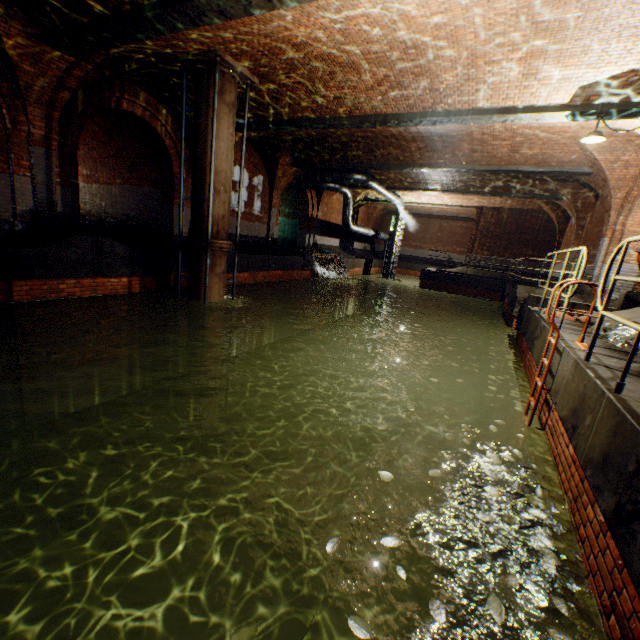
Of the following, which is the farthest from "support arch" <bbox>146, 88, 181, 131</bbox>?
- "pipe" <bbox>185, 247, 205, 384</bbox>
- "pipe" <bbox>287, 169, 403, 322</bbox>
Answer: "pipe" <bbox>287, 169, 403, 322</bbox>

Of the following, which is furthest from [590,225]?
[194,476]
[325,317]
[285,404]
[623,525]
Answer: [194,476]

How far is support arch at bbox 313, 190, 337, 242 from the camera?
20.3 meters

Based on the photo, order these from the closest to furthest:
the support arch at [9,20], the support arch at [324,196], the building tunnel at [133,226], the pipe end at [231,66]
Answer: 1. the support arch at [9,20]
2. the pipe end at [231,66]
3. the building tunnel at [133,226]
4. the support arch at [324,196]

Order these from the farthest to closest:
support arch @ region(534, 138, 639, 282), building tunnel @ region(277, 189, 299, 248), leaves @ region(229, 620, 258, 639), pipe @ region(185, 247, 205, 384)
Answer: building tunnel @ region(277, 189, 299, 248) → support arch @ region(534, 138, 639, 282) → pipe @ region(185, 247, 205, 384) → leaves @ region(229, 620, 258, 639)

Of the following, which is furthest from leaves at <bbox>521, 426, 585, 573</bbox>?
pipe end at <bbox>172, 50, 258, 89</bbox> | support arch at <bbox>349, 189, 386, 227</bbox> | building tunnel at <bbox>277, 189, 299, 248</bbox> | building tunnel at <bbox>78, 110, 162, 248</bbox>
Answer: support arch at <bbox>349, 189, 386, 227</bbox>

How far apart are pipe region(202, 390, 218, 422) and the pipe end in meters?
8.4

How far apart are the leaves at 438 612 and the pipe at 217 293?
8.3m
